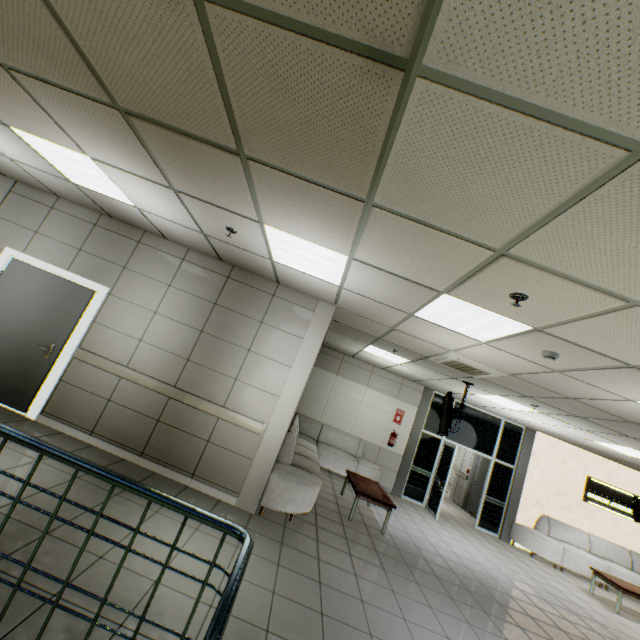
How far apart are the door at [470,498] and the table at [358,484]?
5.4 meters

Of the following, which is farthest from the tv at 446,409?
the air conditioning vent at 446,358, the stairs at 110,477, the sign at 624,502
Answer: the sign at 624,502

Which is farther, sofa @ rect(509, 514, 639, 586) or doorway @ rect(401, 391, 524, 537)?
doorway @ rect(401, 391, 524, 537)

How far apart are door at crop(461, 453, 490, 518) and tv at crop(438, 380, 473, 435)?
4.77m

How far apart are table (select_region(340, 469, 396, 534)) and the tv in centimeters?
164cm

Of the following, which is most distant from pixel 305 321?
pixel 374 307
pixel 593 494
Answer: pixel 593 494

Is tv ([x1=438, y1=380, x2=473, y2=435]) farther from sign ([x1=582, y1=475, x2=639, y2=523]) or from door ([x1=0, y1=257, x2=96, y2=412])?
door ([x1=0, y1=257, x2=96, y2=412])

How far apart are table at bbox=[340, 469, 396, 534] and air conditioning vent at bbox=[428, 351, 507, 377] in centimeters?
274cm
